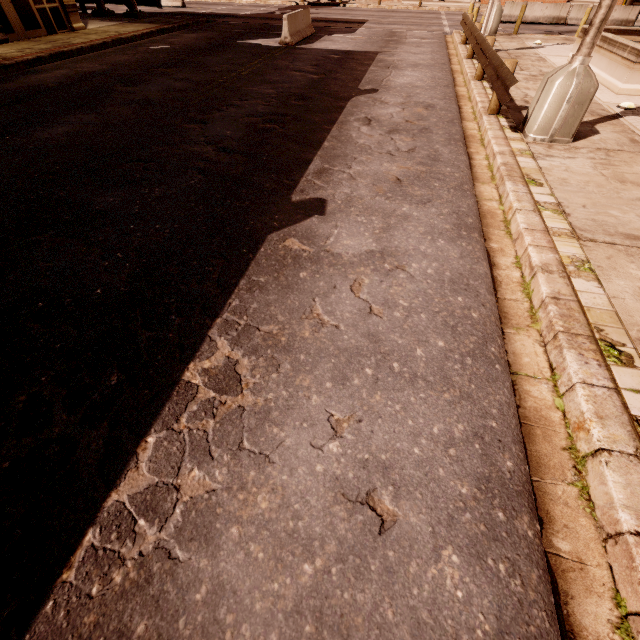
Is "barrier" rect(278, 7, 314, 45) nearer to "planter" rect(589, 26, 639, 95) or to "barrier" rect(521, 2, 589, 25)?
"planter" rect(589, 26, 639, 95)

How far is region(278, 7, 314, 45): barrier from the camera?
13.9 meters

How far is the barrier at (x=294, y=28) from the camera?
13.94m

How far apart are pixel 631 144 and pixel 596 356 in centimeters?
640cm

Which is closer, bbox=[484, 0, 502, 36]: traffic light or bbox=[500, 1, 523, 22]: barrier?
bbox=[484, 0, 502, 36]: traffic light

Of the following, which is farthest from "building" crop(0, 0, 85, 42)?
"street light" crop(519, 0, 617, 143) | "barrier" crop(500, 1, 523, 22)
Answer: "barrier" crop(500, 1, 523, 22)

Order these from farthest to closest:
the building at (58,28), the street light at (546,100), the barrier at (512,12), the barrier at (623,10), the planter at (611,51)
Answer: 1. the barrier at (512,12)
2. the barrier at (623,10)
3. the building at (58,28)
4. the planter at (611,51)
5. the street light at (546,100)

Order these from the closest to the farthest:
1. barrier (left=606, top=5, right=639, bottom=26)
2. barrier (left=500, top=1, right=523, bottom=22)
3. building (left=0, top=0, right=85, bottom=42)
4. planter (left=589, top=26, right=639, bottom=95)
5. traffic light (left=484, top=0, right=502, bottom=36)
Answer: planter (left=589, top=26, right=639, bottom=95), building (left=0, top=0, right=85, bottom=42), traffic light (left=484, top=0, right=502, bottom=36), barrier (left=606, top=5, right=639, bottom=26), barrier (left=500, top=1, right=523, bottom=22)
